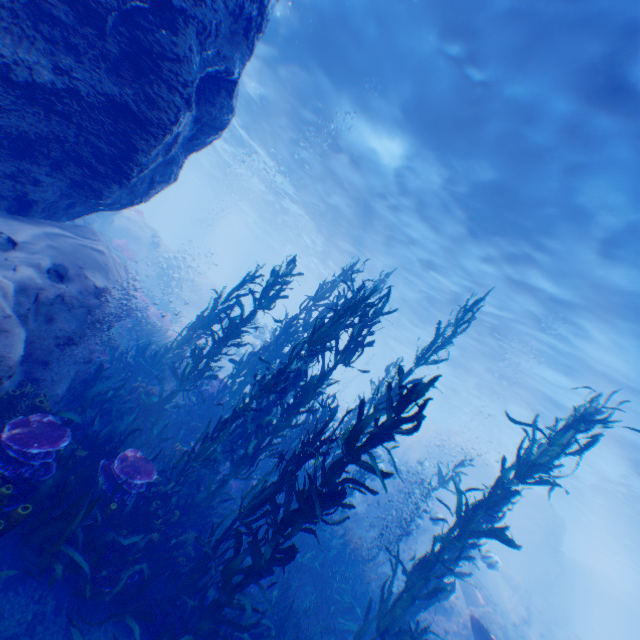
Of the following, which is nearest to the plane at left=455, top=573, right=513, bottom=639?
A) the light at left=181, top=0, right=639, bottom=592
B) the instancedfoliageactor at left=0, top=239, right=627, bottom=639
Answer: the instancedfoliageactor at left=0, top=239, right=627, bottom=639

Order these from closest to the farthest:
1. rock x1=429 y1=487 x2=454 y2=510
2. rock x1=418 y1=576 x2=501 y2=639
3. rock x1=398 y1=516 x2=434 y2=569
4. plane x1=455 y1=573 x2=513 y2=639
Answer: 1. rock x1=418 y1=576 x2=501 y2=639
2. plane x1=455 y1=573 x2=513 y2=639
3. rock x1=398 y1=516 x2=434 y2=569
4. rock x1=429 y1=487 x2=454 y2=510

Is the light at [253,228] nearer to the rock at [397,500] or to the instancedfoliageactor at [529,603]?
the rock at [397,500]

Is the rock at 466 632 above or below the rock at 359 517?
above

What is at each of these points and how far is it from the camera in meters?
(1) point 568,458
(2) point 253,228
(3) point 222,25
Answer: (1) light, 26.4 m
(2) light, 52.4 m
(3) rock, 5.4 m

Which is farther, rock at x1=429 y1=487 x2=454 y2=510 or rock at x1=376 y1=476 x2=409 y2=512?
rock at x1=429 y1=487 x2=454 y2=510

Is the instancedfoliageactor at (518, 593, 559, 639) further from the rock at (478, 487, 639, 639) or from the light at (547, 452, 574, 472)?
the light at (547, 452, 574, 472)
